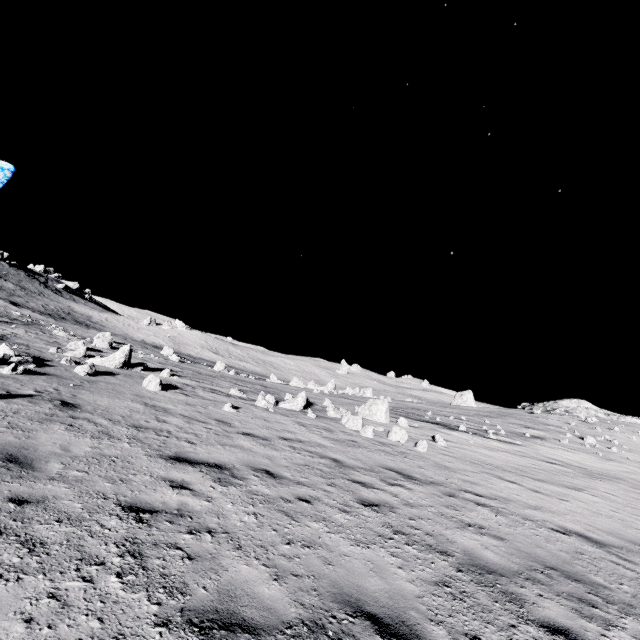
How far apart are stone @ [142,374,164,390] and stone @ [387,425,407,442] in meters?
9.6 m

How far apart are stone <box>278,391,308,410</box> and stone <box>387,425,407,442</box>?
4.3m

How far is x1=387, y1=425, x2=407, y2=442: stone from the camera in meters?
12.8

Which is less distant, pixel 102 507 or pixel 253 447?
pixel 102 507

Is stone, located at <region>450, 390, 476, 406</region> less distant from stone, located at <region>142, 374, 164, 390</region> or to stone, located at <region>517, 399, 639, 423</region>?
stone, located at <region>517, 399, 639, 423</region>

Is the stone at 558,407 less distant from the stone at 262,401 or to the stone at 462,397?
the stone at 462,397

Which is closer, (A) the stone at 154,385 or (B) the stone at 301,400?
(A) the stone at 154,385
